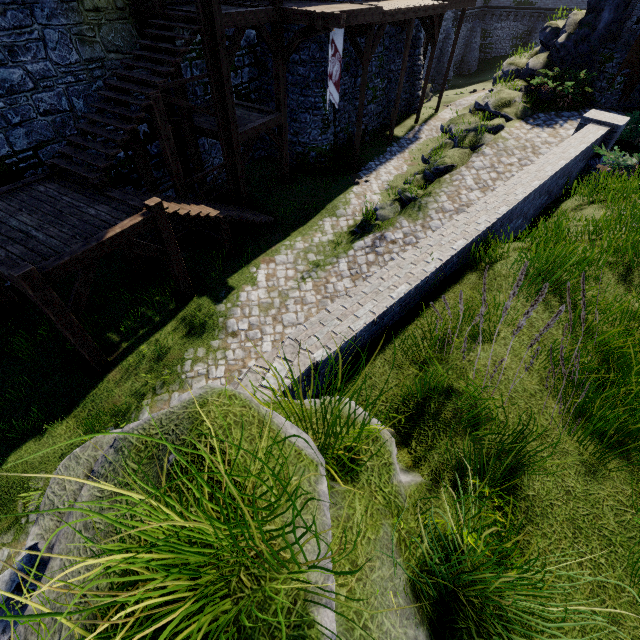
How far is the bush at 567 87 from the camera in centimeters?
1448cm

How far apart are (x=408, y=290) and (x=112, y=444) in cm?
338

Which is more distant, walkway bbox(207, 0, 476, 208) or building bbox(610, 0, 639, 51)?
building bbox(610, 0, 639, 51)

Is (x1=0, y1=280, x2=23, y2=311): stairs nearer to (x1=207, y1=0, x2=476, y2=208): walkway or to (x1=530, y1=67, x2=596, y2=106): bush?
(x1=207, y1=0, x2=476, y2=208): walkway

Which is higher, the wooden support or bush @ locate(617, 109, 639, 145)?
the wooden support

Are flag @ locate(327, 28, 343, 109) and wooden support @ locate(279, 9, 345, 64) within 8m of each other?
yes

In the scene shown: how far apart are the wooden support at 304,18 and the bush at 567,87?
10.30m

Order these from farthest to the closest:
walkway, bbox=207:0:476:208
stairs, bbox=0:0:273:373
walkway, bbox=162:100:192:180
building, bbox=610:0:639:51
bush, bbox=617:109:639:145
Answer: building, bbox=610:0:639:51
walkway, bbox=162:100:192:180
bush, bbox=617:109:639:145
walkway, bbox=207:0:476:208
stairs, bbox=0:0:273:373
